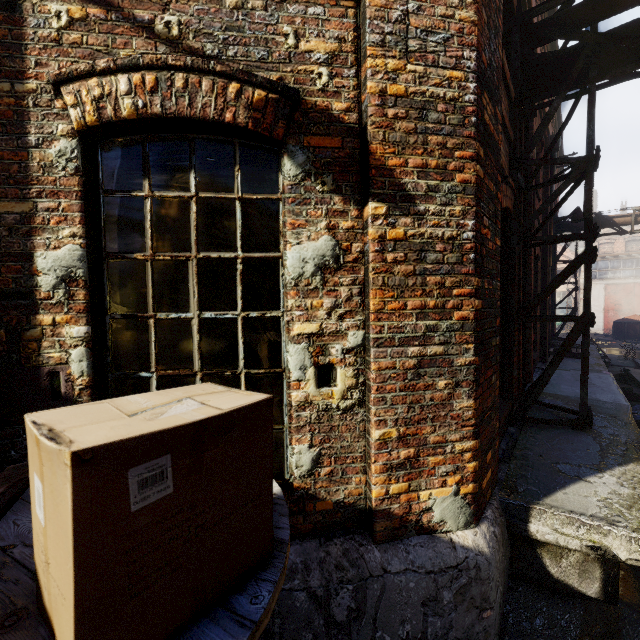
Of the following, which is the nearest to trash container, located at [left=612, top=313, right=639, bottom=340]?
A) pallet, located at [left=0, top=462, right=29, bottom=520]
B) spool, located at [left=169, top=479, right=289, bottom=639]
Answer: spool, located at [left=169, top=479, right=289, bottom=639]

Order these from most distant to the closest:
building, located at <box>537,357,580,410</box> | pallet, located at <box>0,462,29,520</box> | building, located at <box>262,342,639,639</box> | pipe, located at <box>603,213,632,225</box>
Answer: pipe, located at <box>603,213,632,225</box> → building, located at <box>537,357,580,410</box> → building, located at <box>262,342,639,639</box> → pallet, located at <box>0,462,29,520</box>

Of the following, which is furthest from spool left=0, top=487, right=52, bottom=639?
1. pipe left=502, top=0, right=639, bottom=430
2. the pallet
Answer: pipe left=502, top=0, right=639, bottom=430

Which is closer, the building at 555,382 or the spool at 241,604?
the spool at 241,604

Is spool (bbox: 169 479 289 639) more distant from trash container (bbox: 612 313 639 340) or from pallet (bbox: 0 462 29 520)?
trash container (bbox: 612 313 639 340)

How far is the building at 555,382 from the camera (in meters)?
5.52

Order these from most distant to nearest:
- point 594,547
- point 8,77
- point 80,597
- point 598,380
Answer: point 598,380 < point 594,547 < point 8,77 < point 80,597

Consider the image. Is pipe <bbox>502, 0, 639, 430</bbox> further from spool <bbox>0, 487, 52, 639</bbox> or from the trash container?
the trash container
